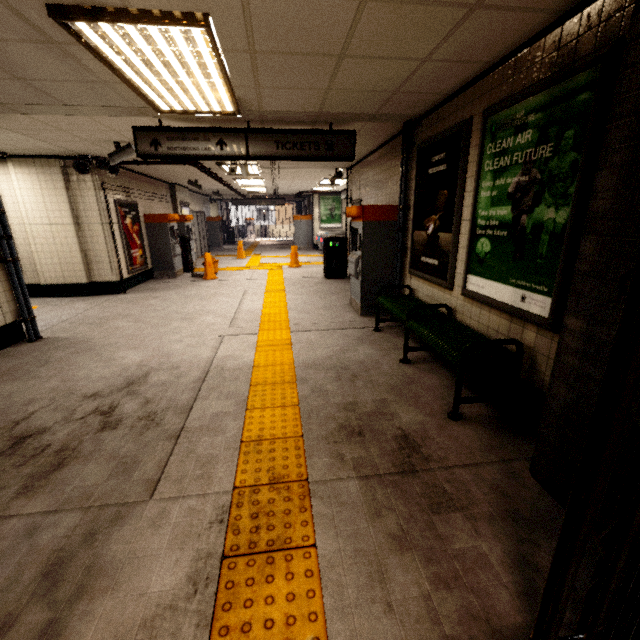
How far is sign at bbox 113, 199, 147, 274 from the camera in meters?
7.8

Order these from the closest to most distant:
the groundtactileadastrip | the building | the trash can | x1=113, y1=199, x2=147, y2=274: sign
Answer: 1. the groundtactileadastrip
2. the building
3. x1=113, y1=199, x2=147, y2=274: sign
4. the trash can

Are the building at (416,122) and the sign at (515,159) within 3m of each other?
yes

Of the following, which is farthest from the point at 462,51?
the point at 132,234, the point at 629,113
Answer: the point at 132,234

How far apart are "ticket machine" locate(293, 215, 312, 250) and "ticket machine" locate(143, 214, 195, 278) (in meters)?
8.26

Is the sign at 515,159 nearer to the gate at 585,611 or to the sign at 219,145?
the gate at 585,611

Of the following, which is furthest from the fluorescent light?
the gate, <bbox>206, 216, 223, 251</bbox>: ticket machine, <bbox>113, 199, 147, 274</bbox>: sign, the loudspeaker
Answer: <bbox>206, 216, 223, 251</bbox>: ticket machine

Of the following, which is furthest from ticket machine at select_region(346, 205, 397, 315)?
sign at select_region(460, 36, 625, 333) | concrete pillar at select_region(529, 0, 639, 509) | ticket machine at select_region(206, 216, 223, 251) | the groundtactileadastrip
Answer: ticket machine at select_region(206, 216, 223, 251)
